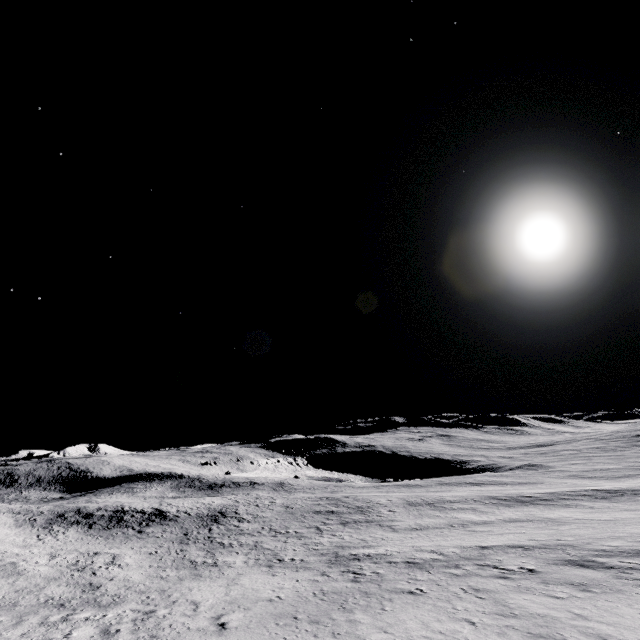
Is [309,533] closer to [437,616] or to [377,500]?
[377,500]
